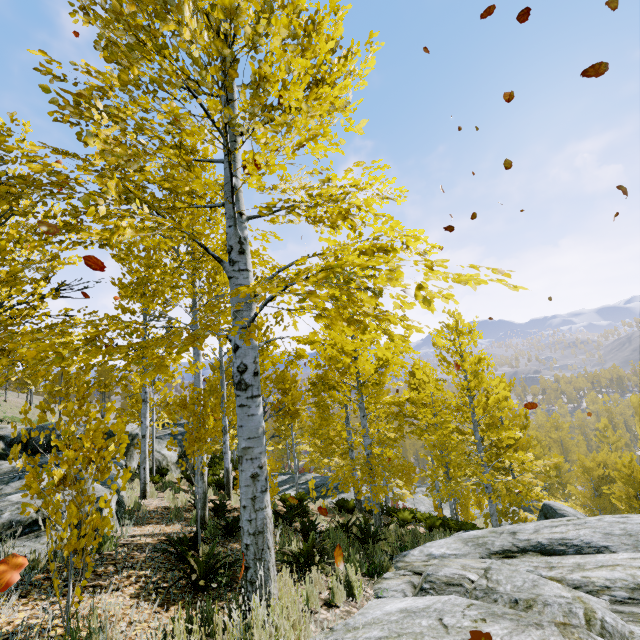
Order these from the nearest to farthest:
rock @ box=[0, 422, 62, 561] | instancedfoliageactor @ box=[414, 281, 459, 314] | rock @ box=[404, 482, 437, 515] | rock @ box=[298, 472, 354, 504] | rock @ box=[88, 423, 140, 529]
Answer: instancedfoliageactor @ box=[414, 281, 459, 314], rock @ box=[0, 422, 62, 561], rock @ box=[88, 423, 140, 529], rock @ box=[298, 472, 354, 504], rock @ box=[404, 482, 437, 515]

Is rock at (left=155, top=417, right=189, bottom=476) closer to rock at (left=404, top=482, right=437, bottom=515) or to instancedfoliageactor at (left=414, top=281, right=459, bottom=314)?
instancedfoliageactor at (left=414, top=281, right=459, bottom=314)

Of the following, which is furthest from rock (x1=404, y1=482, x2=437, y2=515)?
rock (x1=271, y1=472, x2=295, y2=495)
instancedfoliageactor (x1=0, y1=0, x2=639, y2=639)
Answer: rock (x1=271, y1=472, x2=295, y2=495)

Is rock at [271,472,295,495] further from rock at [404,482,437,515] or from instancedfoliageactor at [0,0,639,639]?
rock at [404,482,437,515]

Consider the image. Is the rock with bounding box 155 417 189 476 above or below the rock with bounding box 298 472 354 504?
above

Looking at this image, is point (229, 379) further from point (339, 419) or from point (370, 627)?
point (370, 627)

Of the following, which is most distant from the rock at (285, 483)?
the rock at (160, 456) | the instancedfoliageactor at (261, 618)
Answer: the rock at (160, 456)

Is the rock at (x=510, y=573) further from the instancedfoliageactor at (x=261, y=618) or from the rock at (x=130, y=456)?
the rock at (x=130, y=456)
